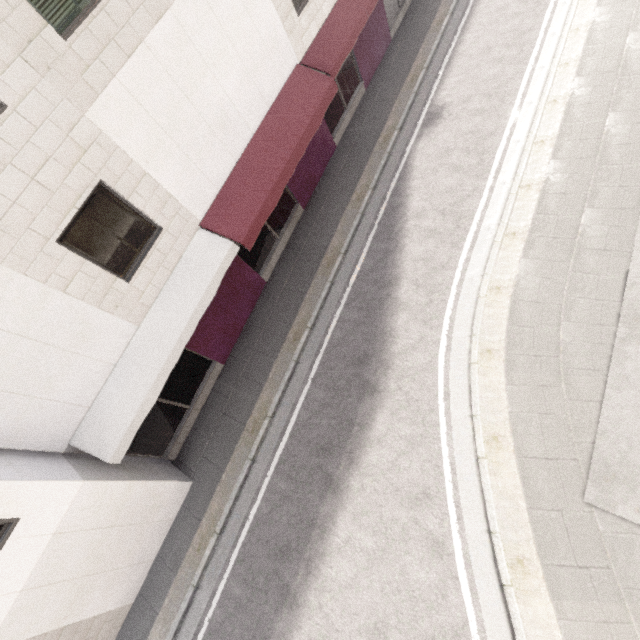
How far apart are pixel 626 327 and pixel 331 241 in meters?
7.3
